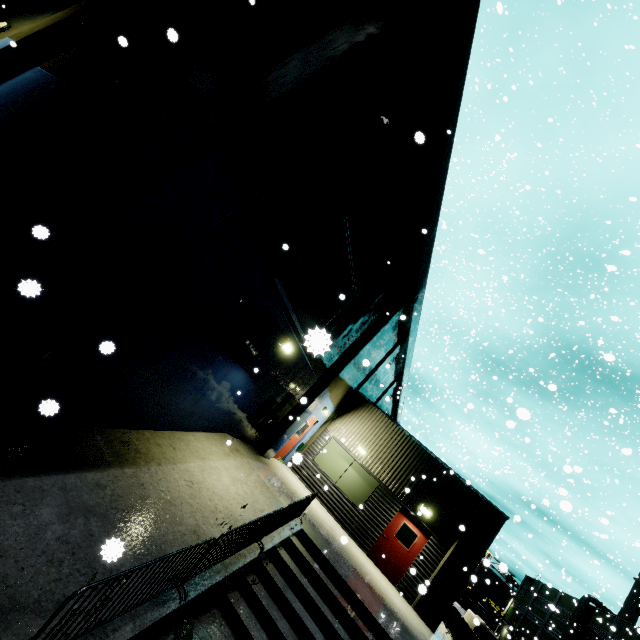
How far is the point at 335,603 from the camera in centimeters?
713cm

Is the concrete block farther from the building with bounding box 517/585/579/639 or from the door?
the door

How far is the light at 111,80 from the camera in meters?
7.2

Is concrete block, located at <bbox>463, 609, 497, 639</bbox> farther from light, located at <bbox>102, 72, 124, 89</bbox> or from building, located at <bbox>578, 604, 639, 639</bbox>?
light, located at <bbox>102, 72, 124, 89</bbox>

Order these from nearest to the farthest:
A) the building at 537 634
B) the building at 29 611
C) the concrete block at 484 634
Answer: the building at 29 611 → the concrete block at 484 634 → the building at 537 634

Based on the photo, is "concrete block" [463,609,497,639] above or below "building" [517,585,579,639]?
below

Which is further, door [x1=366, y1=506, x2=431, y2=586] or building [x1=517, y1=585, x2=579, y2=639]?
building [x1=517, y1=585, x2=579, y2=639]

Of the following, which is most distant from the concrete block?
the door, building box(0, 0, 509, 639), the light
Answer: the light
